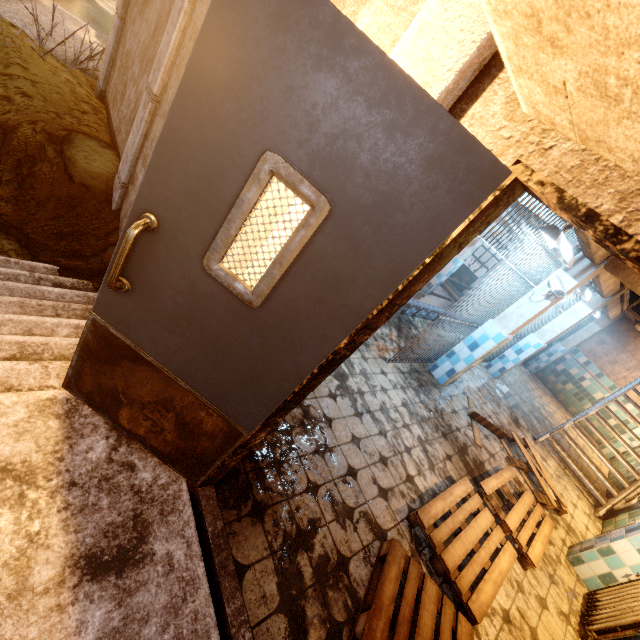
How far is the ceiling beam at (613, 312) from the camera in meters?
7.0 m

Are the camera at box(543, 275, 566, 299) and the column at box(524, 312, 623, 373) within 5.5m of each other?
no

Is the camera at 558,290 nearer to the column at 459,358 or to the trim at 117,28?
the column at 459,358

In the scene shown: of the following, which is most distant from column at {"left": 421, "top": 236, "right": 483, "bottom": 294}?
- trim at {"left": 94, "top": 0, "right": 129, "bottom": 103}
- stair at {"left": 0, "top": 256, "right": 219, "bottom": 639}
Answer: stair at {"left": 0, "top": 256, "right": 219, "bottom": 639}

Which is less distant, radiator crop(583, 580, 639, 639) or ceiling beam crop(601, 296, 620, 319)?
radiator crop(583, 580, 639, 639)

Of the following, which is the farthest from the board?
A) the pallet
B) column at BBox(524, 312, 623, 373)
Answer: column at BBox(524, 312, 623, 373)

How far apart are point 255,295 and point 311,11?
0.87m

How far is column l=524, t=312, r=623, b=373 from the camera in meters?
9.6 m
